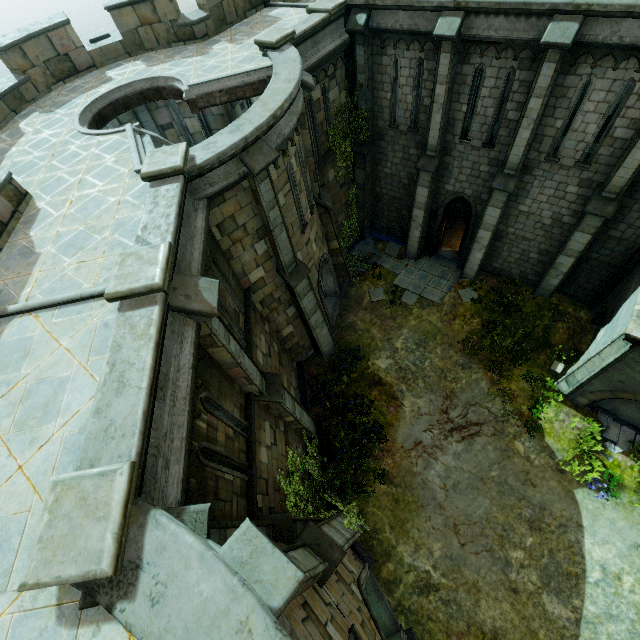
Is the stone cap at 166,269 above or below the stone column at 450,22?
above

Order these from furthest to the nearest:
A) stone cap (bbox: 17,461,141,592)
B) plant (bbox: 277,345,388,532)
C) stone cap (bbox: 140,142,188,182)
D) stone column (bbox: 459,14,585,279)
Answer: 1. plant (bbox: 277,345,388,532)
2. stone column (bbox: 459,14,585,279)
3. stone cap (bbox: 140,142,188,182)
4. stone cap (bbox: 17,461,141,592)

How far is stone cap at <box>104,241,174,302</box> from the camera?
4.79m

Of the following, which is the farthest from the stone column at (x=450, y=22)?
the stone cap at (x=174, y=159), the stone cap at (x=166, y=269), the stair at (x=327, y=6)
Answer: the stone cap at (x=166, y=269)

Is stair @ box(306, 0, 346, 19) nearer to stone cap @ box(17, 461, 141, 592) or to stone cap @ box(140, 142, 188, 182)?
stone cap @ box(140, 142, 188, 182)

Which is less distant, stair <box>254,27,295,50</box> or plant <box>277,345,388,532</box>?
stair <box>254,27,295,50</box>

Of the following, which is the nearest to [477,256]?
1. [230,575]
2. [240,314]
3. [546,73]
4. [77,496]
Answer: [546,73]

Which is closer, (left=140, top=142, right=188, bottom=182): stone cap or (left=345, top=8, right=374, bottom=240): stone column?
(left=140, top=142, right=188, bottom=182): stone cap
